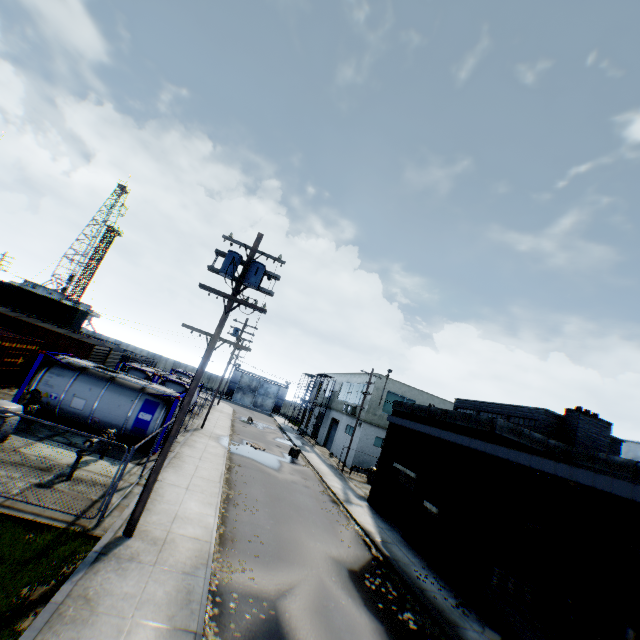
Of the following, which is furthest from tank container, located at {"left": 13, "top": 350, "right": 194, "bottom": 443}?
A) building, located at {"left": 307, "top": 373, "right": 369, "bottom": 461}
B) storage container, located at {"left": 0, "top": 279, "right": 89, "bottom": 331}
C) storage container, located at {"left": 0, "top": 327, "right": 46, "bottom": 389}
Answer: building, located at {"left": 307, "top": 373, "right": 369, "bottom": 461}

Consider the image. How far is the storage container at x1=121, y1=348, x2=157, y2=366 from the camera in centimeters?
3412cm

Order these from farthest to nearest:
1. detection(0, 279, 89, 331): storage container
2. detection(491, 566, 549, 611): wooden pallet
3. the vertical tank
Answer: detection(0, 279, 89, 331): storage container < the vertical tank < detection(491, 566, 549, 611): wooden pallet

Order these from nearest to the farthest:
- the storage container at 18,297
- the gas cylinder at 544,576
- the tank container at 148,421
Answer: the gas cylinder at 544,576 → the tank container at 148,421 → the storage container at 18,297

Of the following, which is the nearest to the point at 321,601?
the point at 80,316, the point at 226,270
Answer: the point at 226,270

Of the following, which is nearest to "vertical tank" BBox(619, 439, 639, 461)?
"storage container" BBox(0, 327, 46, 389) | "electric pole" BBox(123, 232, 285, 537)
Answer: "electric pole" BBox(123, 232, 285, 537)

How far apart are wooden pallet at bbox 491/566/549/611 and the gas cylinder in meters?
2.0

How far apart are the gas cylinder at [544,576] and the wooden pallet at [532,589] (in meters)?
2.04
